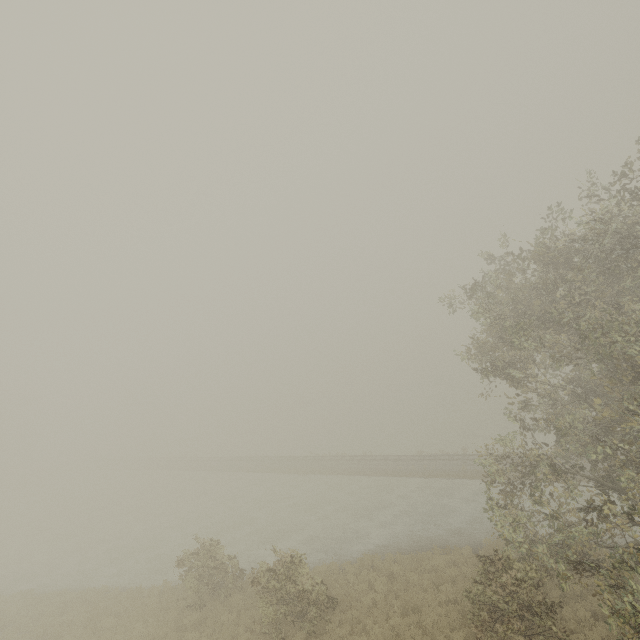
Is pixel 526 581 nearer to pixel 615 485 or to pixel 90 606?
pixel 615 485
